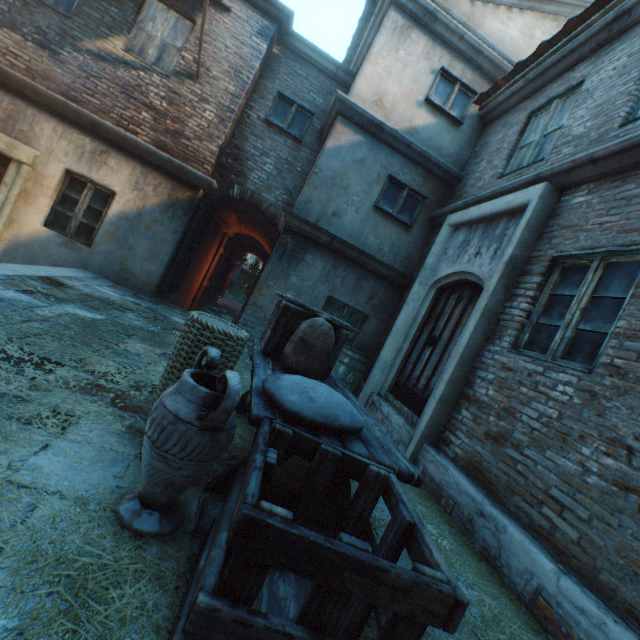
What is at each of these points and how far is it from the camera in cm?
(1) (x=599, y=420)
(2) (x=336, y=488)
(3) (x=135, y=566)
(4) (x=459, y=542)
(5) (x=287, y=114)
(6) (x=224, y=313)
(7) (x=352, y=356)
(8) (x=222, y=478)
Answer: (1) building, 270
(2) table, 226
(3) straw, 141
(4) straw, 298
(5) window, 780
(6) ground stones, 1783
(7) barrel, 659
(8) table, 210

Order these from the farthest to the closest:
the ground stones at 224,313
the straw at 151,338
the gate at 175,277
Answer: the ground stones at 224,313 → the gate at 175,277 → the straw at 151,338

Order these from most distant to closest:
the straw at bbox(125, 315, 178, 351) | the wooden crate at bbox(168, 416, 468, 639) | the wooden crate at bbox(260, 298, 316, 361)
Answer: the straw at bbox(125, 315, 178, 351), the wooden crate at bbox(260, 298, 316, 361), the wooden crate at bbox(168, 416, 468, 639)

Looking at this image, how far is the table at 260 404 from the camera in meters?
1.8 m

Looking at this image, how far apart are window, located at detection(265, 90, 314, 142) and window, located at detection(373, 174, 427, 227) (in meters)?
2.46

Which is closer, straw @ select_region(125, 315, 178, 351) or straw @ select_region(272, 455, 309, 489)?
straw @ select_region(272, 455, 309, 489)

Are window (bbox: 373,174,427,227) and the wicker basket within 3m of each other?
no

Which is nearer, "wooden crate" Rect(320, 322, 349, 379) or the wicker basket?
the wicker basket
